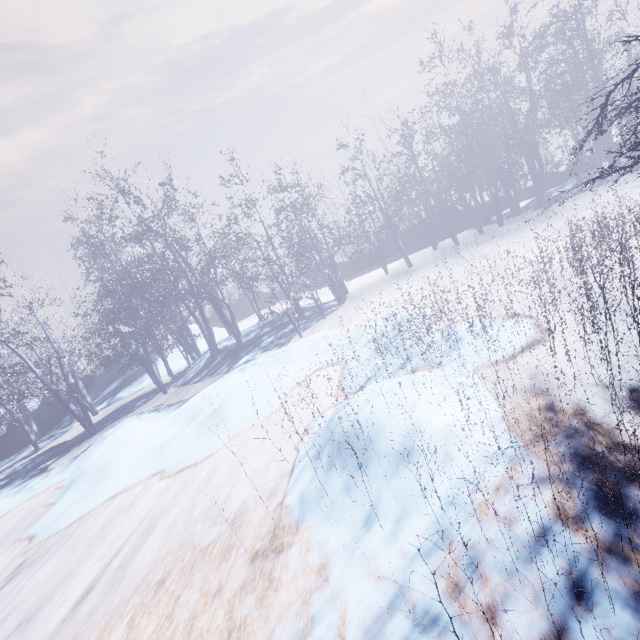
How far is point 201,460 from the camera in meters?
5.9 m
